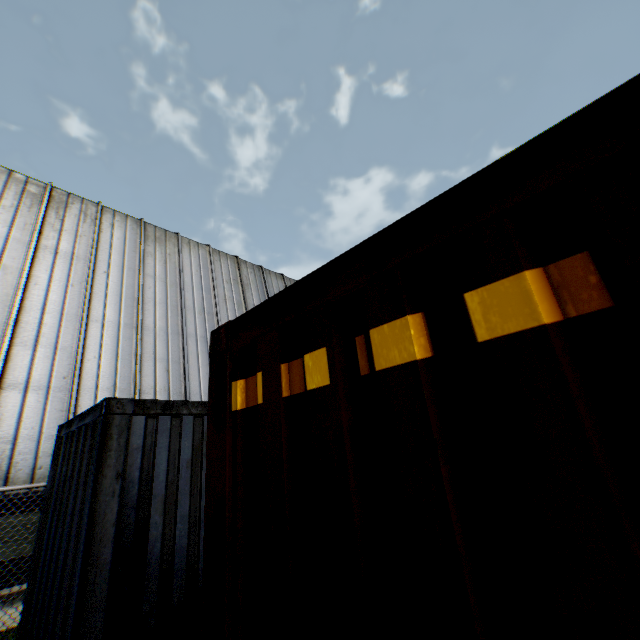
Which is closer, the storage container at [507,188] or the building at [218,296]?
the storage container at [507,188]

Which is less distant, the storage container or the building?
the storage container

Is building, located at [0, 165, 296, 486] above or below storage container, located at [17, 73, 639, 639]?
above

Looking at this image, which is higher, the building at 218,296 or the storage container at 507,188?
the building at 218,296

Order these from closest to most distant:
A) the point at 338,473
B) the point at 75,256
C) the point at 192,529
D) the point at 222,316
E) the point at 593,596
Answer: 1. the point at 593,596
2. the point at 338,473
3. the point at 192,529
4. the point at 75,256
5. the point at 222,316
